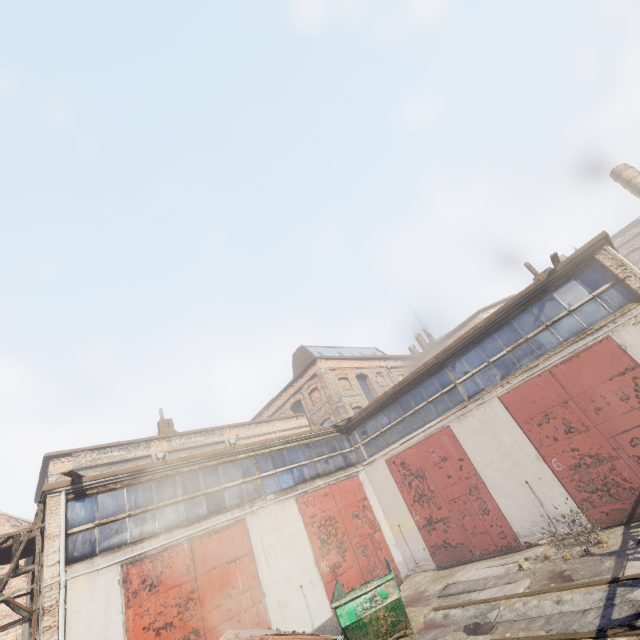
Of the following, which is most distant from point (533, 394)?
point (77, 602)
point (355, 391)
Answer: point (355, 391)

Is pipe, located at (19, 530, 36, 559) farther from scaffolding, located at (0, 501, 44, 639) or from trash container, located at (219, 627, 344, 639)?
trash container, located at (219, 627, 344, 639)

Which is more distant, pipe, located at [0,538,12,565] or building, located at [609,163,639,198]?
building, located at [609,163,639,198]

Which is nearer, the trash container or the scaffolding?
the trash container

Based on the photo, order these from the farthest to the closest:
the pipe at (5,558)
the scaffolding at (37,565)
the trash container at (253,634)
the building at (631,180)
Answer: the building at (631,180) < the pipe at (5,558) < the scaffolding at (37,565) < the trash container at (253,634)

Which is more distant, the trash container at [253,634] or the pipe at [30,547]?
the pipe at [30,547]

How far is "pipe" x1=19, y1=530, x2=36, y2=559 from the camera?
8.7 meters

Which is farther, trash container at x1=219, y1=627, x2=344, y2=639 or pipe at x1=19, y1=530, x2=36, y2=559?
pipe at x1=19, y1=530, x2=36, y2=559
